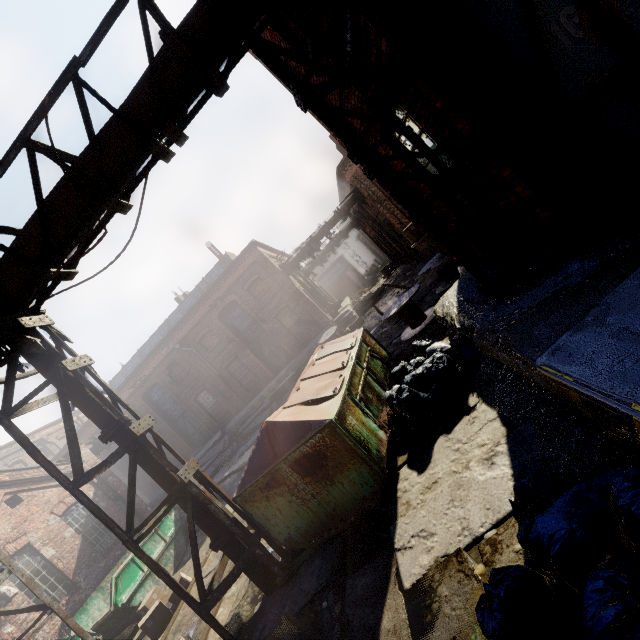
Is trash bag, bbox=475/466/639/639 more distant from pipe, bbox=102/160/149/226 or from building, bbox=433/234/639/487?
pipe, bbox=102/160/149/226

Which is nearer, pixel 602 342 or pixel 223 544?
pixel 602 342

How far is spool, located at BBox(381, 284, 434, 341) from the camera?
9.1m

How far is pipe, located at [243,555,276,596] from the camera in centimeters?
483cm

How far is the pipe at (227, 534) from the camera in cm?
479

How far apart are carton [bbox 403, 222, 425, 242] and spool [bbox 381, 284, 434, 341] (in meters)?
1.23

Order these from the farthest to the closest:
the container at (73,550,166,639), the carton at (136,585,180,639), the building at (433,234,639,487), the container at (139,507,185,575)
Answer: the container at (139,507,185,575) → the container at (73,550,166,639) → the carton at (136,585,180,639) → the building at (433,234,639,487)

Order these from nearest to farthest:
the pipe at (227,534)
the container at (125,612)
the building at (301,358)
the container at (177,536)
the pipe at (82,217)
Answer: the pipe at (82,217)
the pipe at (227,534)
the container at (125,612)
the container at (177,536)
the building at (301,358)
